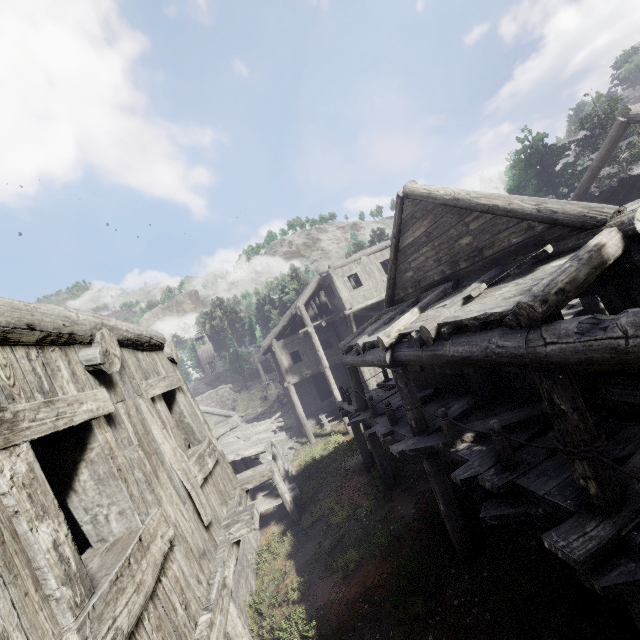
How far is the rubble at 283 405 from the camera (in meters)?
32.44

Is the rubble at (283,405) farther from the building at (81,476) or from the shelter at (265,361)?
the shelter at (265,361)

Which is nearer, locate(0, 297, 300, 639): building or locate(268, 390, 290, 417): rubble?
locate(0, 297, 300, 639): building

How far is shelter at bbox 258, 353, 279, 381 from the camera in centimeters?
4189cm

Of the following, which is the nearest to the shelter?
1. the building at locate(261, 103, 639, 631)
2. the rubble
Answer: the rubble

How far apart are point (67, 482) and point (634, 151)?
28.2 meters

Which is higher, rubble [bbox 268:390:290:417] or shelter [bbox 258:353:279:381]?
shelter [bbox 258:353:279:381]
